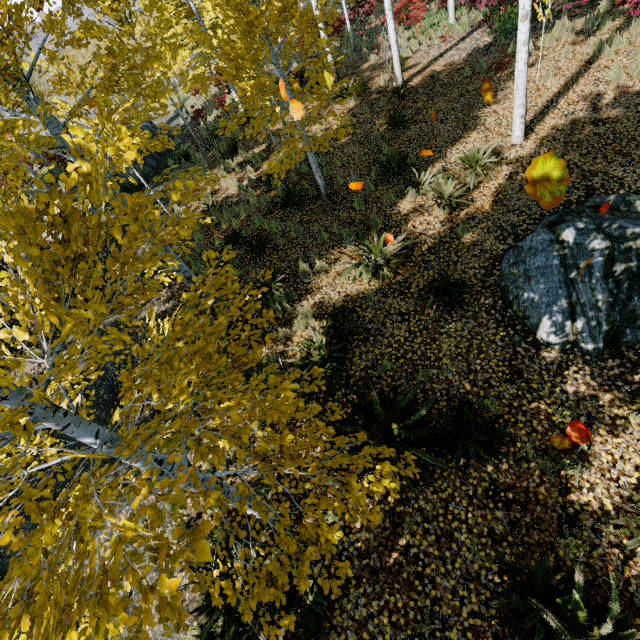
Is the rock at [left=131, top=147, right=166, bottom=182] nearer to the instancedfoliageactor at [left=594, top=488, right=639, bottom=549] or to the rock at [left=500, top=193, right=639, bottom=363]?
the instancedfoliageactor at [left=594, top=488, right=639, bottom=549]

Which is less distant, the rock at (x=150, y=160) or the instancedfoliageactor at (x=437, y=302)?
the instancedfoliageactor at (x=437, y=302)

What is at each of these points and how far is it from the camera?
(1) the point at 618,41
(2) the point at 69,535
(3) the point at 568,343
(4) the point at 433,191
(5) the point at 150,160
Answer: (1) instancedfoliageactor, 8.65m
(2) instancedfoliageactor, 1.76m
(3) rock, 4.98m
(4) instancedfoliageactor, 7.17m
(5) rock, 15.81m

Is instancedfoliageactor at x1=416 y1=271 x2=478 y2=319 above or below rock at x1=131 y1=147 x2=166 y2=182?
below

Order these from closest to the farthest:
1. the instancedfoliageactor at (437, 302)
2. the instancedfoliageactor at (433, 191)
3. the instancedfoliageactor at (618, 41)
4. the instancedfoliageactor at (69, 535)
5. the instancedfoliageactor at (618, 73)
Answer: the instancedfoliageactor at (69, 535), the instancedfoliageactor at (437, 302), the instancedfoliageactor at (433, 191), the instancedfoliageactor at (618, 73), the instancedfoliageactor at (618, 41)

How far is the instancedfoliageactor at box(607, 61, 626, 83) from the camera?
7.8m

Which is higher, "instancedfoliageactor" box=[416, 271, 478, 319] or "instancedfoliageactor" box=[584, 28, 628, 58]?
"instancedfoliageactor" box=[584, 28, 628, 58]

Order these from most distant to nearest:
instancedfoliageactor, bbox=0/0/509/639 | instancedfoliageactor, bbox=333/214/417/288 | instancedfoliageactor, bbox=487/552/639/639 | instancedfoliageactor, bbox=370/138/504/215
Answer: instancedfoliageactor, bbox=370/138/504/215 → instancedfoliageactor, bbox=333/214/417/288 → instancedfoliageactor, bbox=487/552/639/639 → instancedfoliageactor, bbox=0/0/509/639
